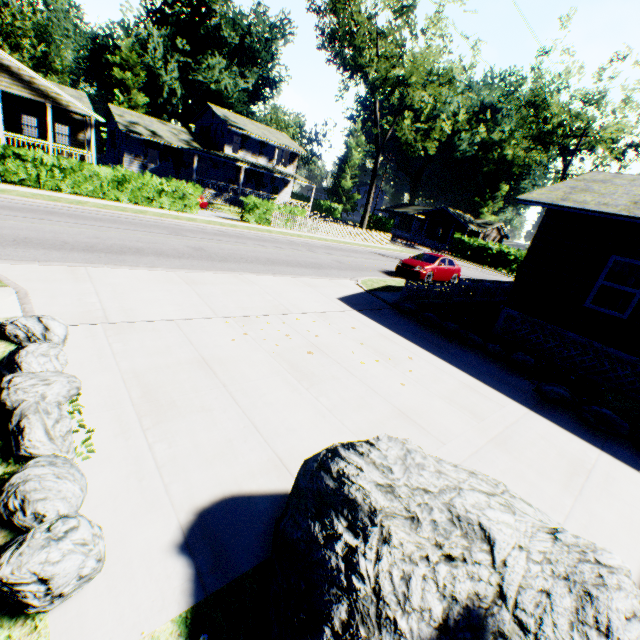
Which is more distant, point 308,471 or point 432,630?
point 308,471

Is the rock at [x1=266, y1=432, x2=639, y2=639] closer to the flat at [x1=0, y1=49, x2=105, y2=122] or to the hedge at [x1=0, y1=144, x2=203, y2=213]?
the hedge at [x1=0, y1=144, x2=203, y2=213]

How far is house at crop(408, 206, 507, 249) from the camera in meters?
52.8 m

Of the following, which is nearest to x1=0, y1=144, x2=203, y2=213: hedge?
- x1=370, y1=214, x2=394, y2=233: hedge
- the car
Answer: the car

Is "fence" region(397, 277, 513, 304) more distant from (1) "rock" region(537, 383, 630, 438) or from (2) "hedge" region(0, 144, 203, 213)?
(2) "hedge" region(0, 144, 203, 213)

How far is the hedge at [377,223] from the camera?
54.23m

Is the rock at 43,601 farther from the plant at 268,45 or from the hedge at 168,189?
the plant at 268,45

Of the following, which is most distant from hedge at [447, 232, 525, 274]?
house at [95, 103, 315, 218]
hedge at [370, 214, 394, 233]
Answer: house at [95, 103, 315, 218]
